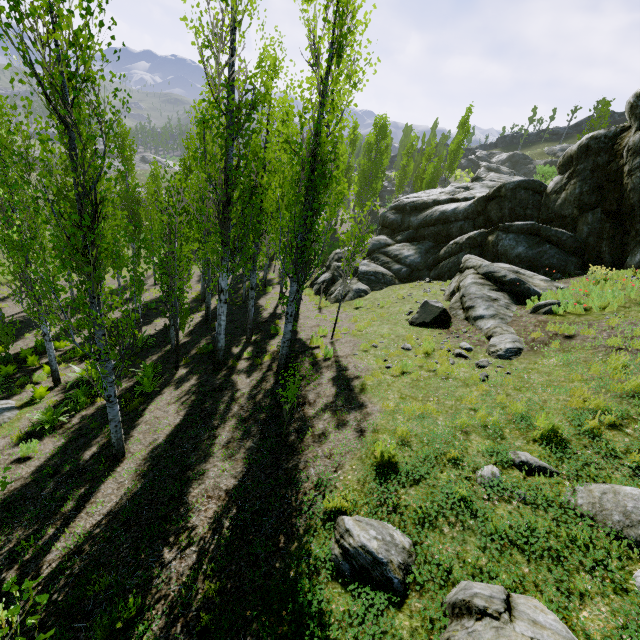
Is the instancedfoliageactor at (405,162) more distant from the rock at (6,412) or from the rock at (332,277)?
the rock at (6,412)

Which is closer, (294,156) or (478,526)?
(478,526)

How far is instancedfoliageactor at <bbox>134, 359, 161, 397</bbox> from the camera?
10.65m

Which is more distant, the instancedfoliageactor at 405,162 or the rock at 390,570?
the instancedfoliageactor at 405,162

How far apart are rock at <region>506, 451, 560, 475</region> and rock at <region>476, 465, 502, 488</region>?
0.3m

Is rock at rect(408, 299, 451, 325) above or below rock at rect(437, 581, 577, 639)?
below

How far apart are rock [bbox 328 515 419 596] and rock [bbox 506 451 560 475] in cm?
207

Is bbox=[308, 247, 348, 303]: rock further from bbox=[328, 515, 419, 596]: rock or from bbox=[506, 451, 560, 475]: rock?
bbox=[328, 515, 419, 596]: rock
